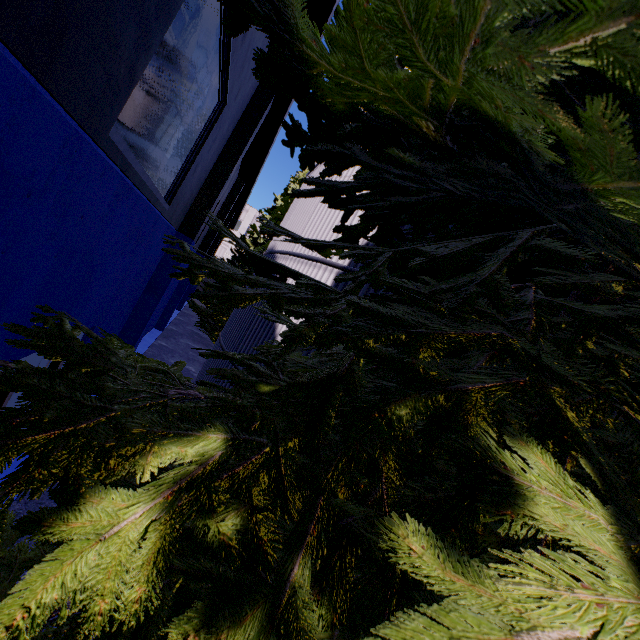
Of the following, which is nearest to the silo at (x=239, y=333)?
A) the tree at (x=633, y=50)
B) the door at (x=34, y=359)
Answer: the tree at (x=633, y=50)

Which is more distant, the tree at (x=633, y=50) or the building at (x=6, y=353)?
the building at (x=6, y=353)

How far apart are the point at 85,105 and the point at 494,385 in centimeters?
351cm

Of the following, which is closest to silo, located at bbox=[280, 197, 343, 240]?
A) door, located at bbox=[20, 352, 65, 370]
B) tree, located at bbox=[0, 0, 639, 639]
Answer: tree, located at bbox=[0, 0, 639, 639]

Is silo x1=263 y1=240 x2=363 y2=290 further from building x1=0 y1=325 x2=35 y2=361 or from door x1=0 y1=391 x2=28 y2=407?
door x1=0 y1=391 x2=28 y2=407

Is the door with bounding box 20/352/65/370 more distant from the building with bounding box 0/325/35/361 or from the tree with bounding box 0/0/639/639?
the tree with bounding box 0/0/639/639

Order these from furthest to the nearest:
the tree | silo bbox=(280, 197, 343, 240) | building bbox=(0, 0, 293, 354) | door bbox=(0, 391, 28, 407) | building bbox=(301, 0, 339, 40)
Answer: silo bbox=(280, 197, 343, 240), building bbox=(301, 0, 339, 40), door bbox=(0, 391, 28, 407), building bbox=(0, 0, 293, 354), the tree
